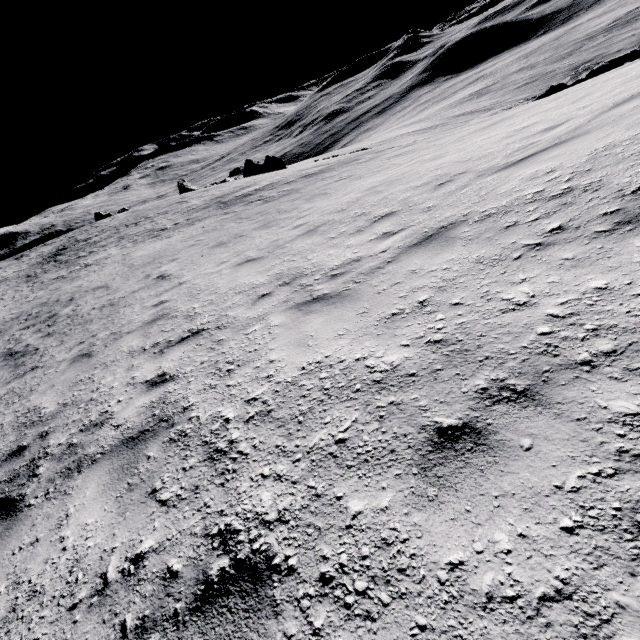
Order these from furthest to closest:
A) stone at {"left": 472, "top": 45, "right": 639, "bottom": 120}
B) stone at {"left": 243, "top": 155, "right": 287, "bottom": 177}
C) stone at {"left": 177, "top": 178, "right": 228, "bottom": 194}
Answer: stone at {"left": 177, "top": 178, "right": 228, "bottom": 194} → stone at {"left": 243, "top": 155, "right": 287, "bottom": 177} → stone at {"left": 472, "top": 45, "right": 639, "bottom": 120}

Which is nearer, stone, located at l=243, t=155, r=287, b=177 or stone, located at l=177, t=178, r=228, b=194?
stone, located at l=243, t=155, r=287, b=177

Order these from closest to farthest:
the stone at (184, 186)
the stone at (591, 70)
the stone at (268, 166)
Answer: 1. the stone at (591, 70)
2. the stone at (268, 166)
3. the stone at (184, 186)

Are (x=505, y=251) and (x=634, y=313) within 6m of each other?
yes

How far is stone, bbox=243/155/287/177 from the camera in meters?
45.0 m

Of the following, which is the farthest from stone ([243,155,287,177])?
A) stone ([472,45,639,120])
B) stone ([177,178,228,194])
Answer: stone ([472,45,639,120])

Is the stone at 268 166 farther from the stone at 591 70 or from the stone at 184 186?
the stone at 591 70
